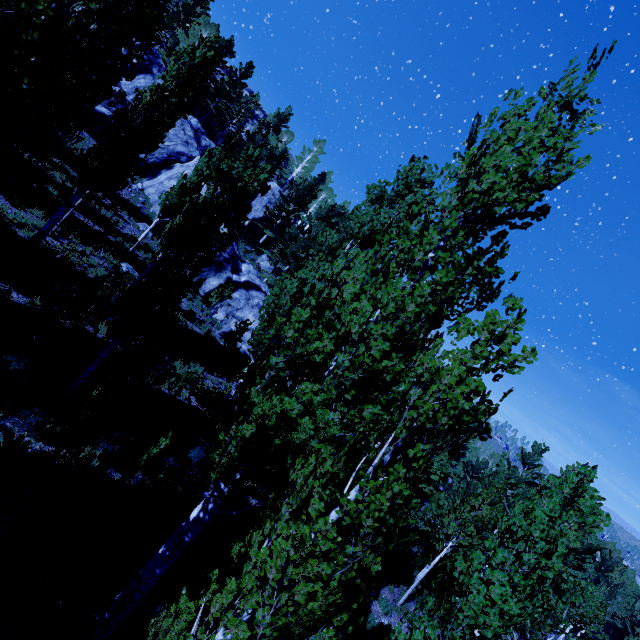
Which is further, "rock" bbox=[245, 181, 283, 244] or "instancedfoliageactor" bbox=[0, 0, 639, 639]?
"rock" bbox=[245, 181, 283, 244]

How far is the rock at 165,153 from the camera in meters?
26.8 m

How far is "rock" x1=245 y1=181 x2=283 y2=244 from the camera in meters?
38.7 m

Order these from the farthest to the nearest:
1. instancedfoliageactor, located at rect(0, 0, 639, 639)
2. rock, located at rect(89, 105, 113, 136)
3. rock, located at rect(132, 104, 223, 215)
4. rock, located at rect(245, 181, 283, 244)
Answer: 1. rock, located at rect(245, 181, 283, 244)
2. rock, located at rect(132, 104, 223, 215)
3. rock, located at rect(89, 105, 113, 136)
4. instancedfoliageactor, located at rect(0, 0, 639, 639)

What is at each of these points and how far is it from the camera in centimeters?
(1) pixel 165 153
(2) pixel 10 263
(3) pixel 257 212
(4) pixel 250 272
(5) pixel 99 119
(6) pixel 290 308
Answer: (1) rock, 2877cm
(2) instancedfoliageactor, 1047cm
(3) rock, 3956cm
(4) rock, 2870cm
(5) rock, 2495cm
(6) instancedfoliageactor, 516cm

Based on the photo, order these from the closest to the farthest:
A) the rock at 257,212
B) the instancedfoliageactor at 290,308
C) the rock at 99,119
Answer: the instancedfoliageactor at 290,308 < the rock at 99,119 < the rock at 257,212
